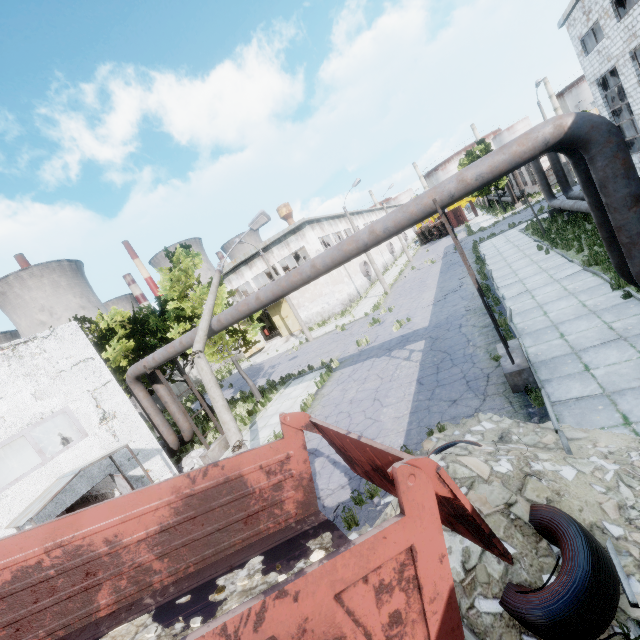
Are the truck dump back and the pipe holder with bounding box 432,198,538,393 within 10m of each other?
yes

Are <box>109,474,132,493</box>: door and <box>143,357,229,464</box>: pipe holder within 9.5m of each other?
yes

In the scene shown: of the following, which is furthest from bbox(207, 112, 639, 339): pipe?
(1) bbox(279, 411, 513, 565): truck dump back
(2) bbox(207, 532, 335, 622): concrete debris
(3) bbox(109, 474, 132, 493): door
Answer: (2) bbox(207, 532, 335, 622): concrete debris

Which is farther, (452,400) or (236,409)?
(236,409)

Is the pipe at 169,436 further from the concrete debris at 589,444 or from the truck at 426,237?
the truck at 426,237

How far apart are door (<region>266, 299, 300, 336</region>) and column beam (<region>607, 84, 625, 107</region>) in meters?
29.0

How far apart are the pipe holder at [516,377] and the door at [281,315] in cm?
2735
